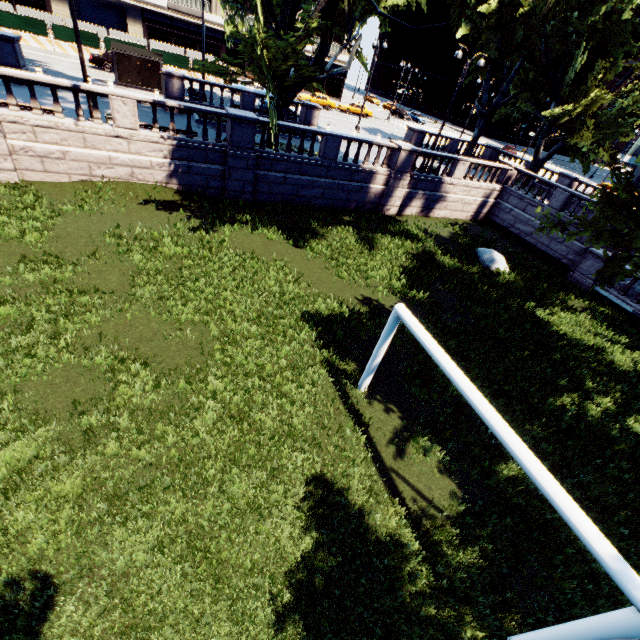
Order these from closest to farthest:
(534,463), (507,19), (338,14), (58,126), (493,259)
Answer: (534,463), (58,126), (493,259), (338,14), (507,19)

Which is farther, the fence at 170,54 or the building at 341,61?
the building at 341,61

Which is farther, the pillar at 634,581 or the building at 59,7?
the building at 59,7

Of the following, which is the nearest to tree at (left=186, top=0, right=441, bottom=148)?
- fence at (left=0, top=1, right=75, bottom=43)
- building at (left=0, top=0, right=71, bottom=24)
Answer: building at (left=0, top=0, right=71, bottom=24)

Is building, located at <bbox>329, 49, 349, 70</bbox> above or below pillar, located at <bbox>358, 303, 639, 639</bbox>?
above

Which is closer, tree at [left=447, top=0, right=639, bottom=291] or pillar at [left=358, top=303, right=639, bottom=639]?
pillar at [left=358, top=303, right=639, bottom=639]

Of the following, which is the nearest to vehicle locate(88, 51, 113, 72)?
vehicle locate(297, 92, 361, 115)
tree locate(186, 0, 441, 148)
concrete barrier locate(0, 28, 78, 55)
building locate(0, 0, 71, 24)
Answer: concrete barrier locate(0, 28, 78, 55)

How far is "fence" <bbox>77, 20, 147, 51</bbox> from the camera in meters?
30.7 m
